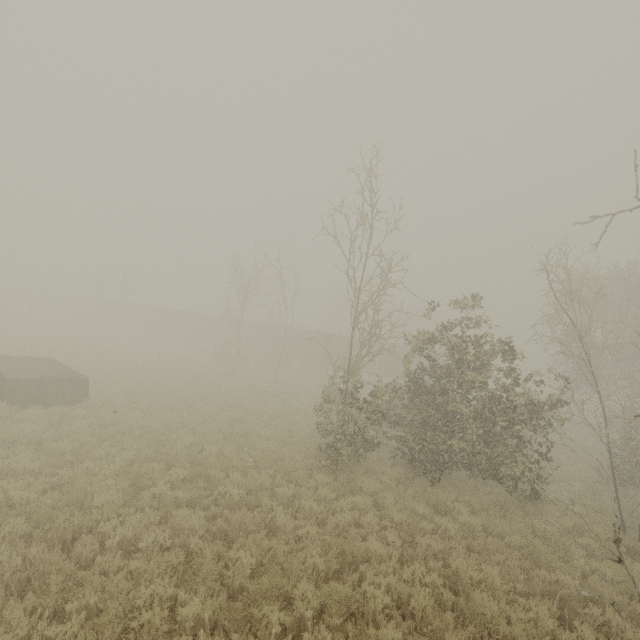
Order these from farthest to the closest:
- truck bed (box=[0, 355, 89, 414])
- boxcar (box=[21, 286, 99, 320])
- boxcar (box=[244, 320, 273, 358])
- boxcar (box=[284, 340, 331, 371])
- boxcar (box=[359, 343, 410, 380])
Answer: boxcar (box=[21, 286, 99, 320])
boxcar (box=[244, 320, 273, 358])
boxcar (box=[284, 340, 331, 371])
boxcar (box=[359, 343, 410, 380])
truck bed (box=[0, 355, 89, 414])

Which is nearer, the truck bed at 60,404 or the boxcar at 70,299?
the truck bed at 60,404

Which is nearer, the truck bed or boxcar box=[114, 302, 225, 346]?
the truck bed

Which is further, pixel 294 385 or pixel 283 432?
pixel 294 385

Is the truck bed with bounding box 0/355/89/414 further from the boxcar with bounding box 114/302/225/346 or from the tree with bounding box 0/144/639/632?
the boxcar with bounding box 114/302/225/346

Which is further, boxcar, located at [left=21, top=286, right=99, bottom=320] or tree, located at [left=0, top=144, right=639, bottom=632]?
boxcar, located at [left=21, top=286, right=99, bottom=320]

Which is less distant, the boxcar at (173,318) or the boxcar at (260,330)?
the boxcar at (260,330)

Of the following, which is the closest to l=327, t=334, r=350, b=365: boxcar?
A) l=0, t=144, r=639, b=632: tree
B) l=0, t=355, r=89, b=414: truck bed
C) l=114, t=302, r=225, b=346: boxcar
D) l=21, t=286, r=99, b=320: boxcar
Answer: l=114, t=302, r=225, b=346: boxcar
